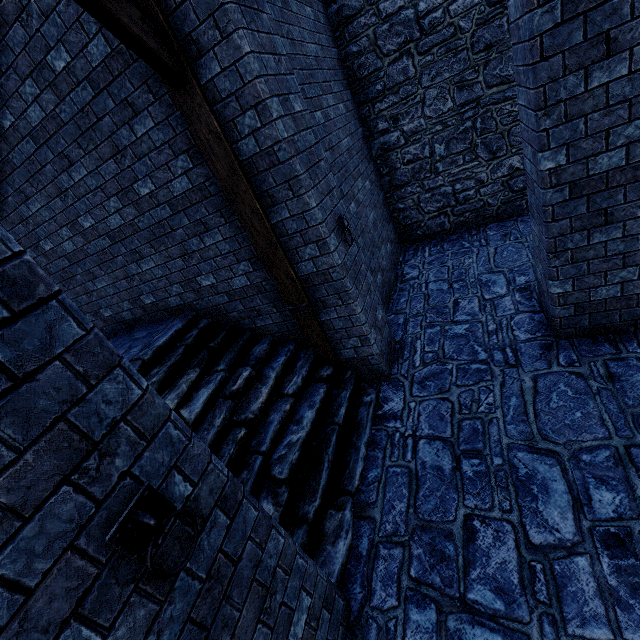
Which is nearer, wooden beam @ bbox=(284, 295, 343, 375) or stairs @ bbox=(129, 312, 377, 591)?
stairs @ bbox=(129, 312, 377, 591)

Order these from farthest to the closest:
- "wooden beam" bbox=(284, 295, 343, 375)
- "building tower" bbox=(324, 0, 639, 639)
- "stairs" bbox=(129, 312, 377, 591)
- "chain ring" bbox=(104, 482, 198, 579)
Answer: "wooden beam" bbox=(284, 295, 343, 375), "stairs" bbox=(129, 312, 377, 591), "building tower" bbox=(324, 0, 639, 639), "chain ring" bbox=(104, 482, 198, 579)

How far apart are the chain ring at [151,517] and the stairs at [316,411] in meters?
1.9

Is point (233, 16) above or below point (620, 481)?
above

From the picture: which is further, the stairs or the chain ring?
the stairs

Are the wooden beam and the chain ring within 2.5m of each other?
no

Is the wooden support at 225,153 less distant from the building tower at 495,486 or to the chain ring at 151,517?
the chain ring at 151,517

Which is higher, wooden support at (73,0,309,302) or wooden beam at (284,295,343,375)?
wooden support at (73,0,309,302)
